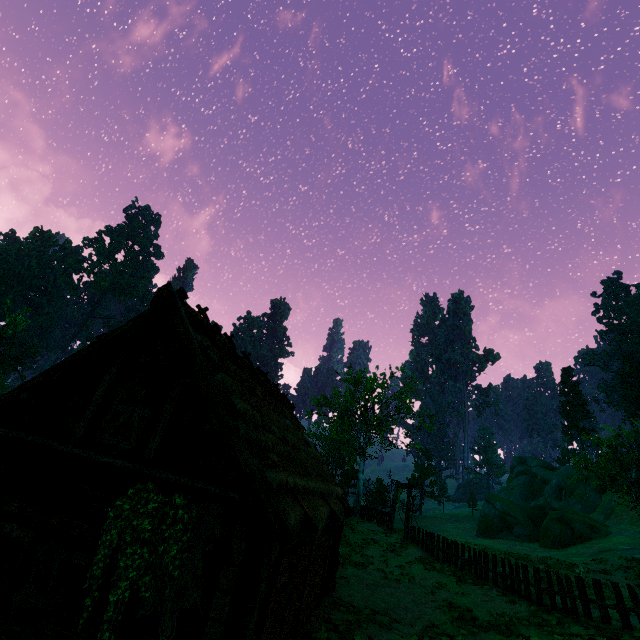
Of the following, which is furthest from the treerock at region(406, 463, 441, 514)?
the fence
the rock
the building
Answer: the fence

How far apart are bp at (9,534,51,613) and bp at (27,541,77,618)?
0.2 meters

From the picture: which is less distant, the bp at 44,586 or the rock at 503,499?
the bp at 44,586

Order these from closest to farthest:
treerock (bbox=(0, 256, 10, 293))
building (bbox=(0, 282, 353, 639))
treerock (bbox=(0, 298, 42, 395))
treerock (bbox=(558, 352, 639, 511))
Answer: building (bbox=(0, 282, 353, 639)), treerock (bbox=(558, 352, 639, 511)), treerock (bbox=(0, 298, 42, 395)), treerock (bbox=(0, 256, 10, 293))

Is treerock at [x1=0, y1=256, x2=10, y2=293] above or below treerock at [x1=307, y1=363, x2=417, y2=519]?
above

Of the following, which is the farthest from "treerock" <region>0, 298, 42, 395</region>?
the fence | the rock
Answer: the fence

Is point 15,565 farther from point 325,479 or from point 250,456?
point 325,479

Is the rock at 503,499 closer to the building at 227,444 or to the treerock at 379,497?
the treerock at 379,497
